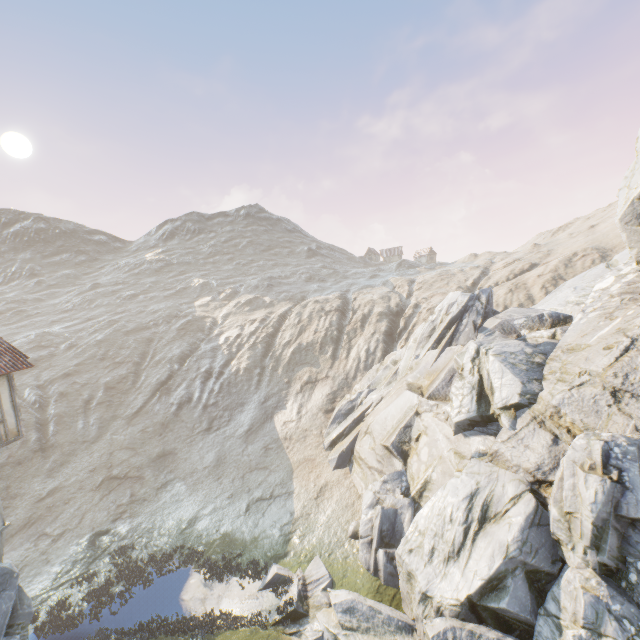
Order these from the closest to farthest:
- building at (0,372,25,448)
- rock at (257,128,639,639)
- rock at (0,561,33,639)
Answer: rock at (257,128,639,639) < rock at (0,561,33,639) < building at (0,372,25,448)

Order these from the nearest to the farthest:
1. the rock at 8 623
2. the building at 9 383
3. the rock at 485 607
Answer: the rock at 485 607, the rock at 8 623, the building at 9 383

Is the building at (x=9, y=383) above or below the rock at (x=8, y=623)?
above

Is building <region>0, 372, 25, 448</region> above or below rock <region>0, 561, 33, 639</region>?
above

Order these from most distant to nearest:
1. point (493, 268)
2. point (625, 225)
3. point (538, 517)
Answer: point (493, 268) → point (625, 225) → point (538, 517)

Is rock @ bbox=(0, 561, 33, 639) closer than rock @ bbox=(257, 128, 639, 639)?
No

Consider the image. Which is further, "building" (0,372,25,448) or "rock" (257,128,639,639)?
"building" (0,372,25,448)
